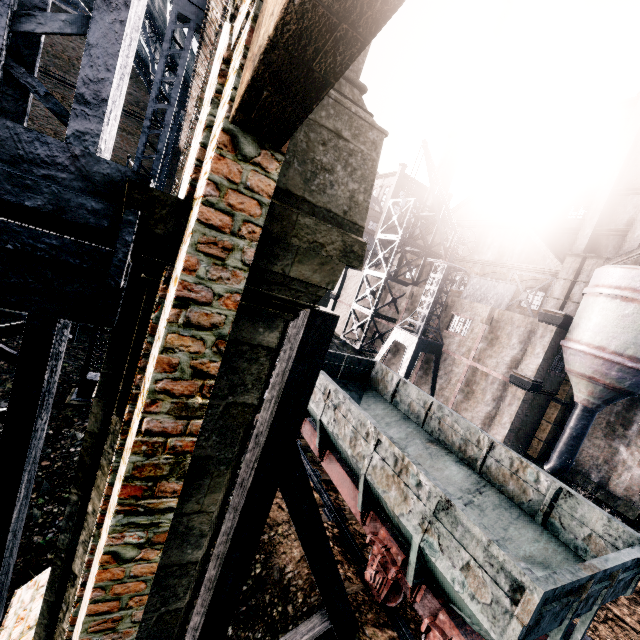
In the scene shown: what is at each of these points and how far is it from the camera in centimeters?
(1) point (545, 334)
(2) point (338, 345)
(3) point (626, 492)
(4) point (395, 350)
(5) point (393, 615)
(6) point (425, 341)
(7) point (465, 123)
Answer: (1) building, 2053cm
(2) stone debris, 3291cm
(3) building, 1938cm
(4) building, 3256cm
(5) railway, 768cm
(6) crane, 2497cm
(7) chimney, 4725cm

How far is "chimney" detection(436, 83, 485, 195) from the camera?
46.8m

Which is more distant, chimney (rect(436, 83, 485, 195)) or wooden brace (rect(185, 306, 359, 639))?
chimney (rect(436, 83, 485, 195))

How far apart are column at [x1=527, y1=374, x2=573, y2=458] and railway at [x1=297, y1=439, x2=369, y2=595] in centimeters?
1947cm

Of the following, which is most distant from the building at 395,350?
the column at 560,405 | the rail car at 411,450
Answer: the rail car at 411,450

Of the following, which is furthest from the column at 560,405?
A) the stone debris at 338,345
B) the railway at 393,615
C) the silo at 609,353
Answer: the railway at 393,615

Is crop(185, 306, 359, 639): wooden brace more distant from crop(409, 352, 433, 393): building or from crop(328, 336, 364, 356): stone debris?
crop(328, 336, 364, 356): stone debris

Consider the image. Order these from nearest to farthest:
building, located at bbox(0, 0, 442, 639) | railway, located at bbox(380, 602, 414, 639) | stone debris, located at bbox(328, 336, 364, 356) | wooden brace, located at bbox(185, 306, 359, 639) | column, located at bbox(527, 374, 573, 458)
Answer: building, located at bbox(0, 0, 442, 639) < wooden brace, located at bbox(185, 306, 359, 639) < railway, located at bbox(380, 602, 414, 639) < column, located at bbox(527, 374, 573, 458) < stone debris, located at bbox(328, 336, 364, 356)
